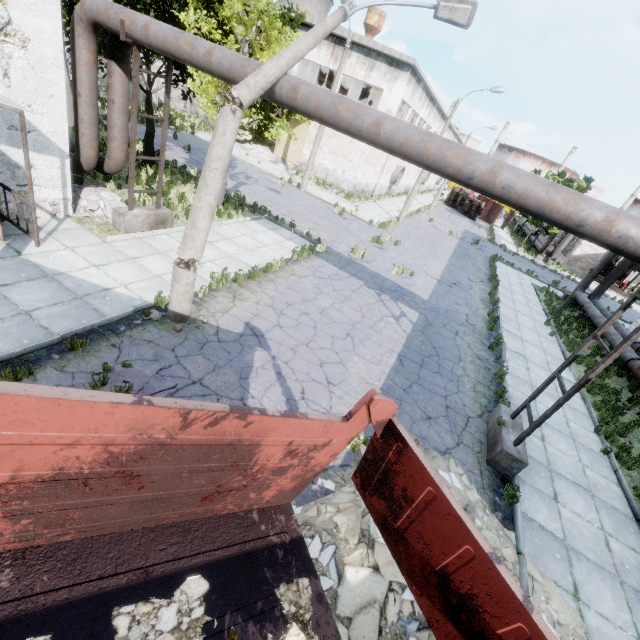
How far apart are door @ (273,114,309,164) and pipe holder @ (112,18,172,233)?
21.02m

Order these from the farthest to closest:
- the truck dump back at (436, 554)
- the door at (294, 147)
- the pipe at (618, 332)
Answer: the door at (294, 147) < the pipe at (618, 332) < the truck dump back at (436, 554)

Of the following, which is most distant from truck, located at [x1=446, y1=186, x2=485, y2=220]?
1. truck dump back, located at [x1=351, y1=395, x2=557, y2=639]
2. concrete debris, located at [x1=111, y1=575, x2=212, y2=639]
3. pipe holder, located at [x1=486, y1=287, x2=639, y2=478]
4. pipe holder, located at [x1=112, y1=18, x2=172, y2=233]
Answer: concrete debris, located at [x1=111, y1=575, x2=212, y2=639]

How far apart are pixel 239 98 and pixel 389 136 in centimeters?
275cm

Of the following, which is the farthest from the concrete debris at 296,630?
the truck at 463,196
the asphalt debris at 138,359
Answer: the truck at 463,196

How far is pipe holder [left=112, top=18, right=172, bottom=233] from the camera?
8.07m

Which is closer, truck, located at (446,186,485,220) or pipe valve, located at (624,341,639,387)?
pipe valve, located at (624,341,639,387)

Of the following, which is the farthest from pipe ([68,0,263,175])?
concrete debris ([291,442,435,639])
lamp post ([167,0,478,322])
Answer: concrete debris ([291,442,435,639])
